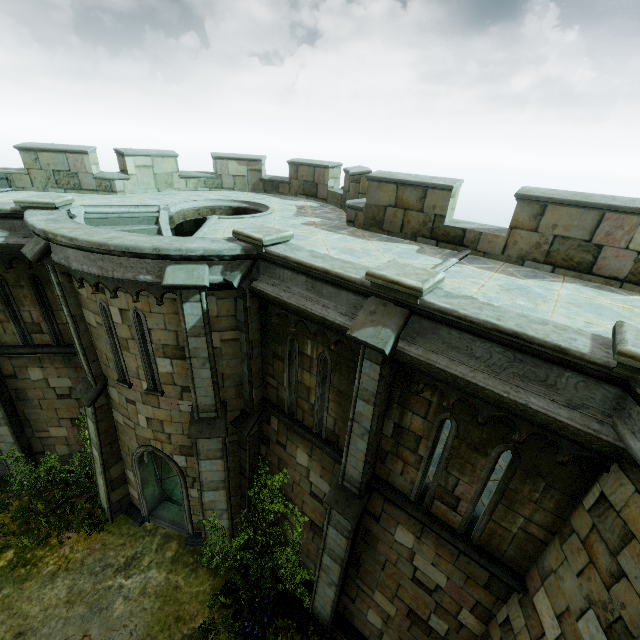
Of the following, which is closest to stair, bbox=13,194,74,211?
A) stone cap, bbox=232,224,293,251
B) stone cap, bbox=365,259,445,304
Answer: stone cap, bbox=232,224,293,251

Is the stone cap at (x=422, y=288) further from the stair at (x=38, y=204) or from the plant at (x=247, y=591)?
the stair at (x=38, y=204)

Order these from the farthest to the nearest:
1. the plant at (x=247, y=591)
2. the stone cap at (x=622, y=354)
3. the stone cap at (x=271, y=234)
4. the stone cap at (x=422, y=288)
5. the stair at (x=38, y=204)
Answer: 1. the plant at (x=247, y=591)
2. the stair at (x=38, y=204)
3. the stone cap at (x=271, y=234)
4. the stone cap at (x=422, y=288)
5. the stone cap at (x=622, y=354)

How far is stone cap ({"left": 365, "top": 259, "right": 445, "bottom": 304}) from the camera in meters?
4.7 m

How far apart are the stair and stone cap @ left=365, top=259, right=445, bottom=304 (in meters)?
8.71

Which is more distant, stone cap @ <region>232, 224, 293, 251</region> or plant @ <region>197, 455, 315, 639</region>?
plant @ <region>197, 455, 315, 639</region>

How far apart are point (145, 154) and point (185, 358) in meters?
9.2

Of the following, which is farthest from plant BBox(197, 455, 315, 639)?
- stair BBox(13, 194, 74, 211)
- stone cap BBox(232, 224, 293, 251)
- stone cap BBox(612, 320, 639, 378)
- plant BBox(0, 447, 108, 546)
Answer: stair BBox(13, 194, 74, 211)
